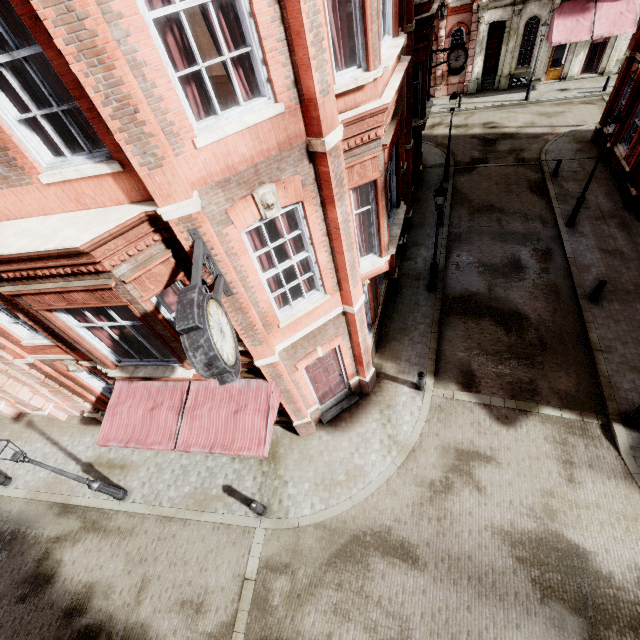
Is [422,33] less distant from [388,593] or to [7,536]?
[388,593]

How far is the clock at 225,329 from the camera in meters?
3.8 m

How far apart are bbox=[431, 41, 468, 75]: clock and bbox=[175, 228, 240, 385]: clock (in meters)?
19.61

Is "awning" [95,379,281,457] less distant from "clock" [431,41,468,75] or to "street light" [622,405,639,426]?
"street light" [622,405,639,426]

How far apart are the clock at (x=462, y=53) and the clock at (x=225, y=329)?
19.6m

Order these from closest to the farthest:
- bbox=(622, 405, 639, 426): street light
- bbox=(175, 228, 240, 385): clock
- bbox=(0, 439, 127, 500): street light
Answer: bbox=(175, 228, 240, 385): clock
bbox=(0, 439, 127, 500): street light
bbox=(622, 405, 639, 426): street light

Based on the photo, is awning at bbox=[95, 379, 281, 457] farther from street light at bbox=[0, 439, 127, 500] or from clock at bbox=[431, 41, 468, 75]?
clock at bbox=[431, 41, 468, 75]

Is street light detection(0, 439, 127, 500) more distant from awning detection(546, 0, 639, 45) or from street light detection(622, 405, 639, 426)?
awning detection(546, 0, 639, 45)
